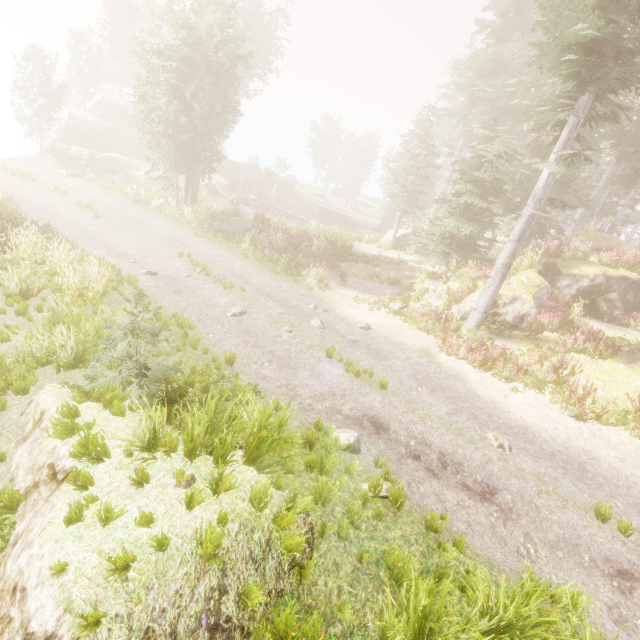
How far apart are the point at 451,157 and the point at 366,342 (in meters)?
36.65

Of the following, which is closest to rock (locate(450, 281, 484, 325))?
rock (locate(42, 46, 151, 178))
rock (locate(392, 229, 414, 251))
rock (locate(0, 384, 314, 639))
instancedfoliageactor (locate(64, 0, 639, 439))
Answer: instancedfoliageactor (locate(64, 0, 639, 439))

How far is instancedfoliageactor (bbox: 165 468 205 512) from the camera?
3.6m

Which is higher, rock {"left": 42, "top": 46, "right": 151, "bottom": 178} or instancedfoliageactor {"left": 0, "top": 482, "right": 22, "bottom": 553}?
rock {"left": 42, "top": 46, "right": 151, "bottom": 178}

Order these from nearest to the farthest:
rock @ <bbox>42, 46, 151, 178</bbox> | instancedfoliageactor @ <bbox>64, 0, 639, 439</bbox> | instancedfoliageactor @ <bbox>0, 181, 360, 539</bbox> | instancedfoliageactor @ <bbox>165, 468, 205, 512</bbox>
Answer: instancedfoliageactor @ <bbox>165, 468, 205, 512</bbox> → instancedfoliageactor @ <bbox>0, 181, 360, 539</bbox> → instancedfoliageactor @ <bbox>64, 0, 639, 439</bbox> → rock @ <bbox>42, 46, 151, 178</bbox>

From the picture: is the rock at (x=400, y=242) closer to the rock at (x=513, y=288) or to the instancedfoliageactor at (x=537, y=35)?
the instancedfoliageactor at (x=537, y=35)

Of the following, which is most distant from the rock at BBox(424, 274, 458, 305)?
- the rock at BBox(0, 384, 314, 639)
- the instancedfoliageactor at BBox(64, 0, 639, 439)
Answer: the rock at BBox(0, 384, 314, 639)

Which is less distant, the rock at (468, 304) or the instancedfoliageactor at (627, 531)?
the instancedfoliageactor at (627, 531)
